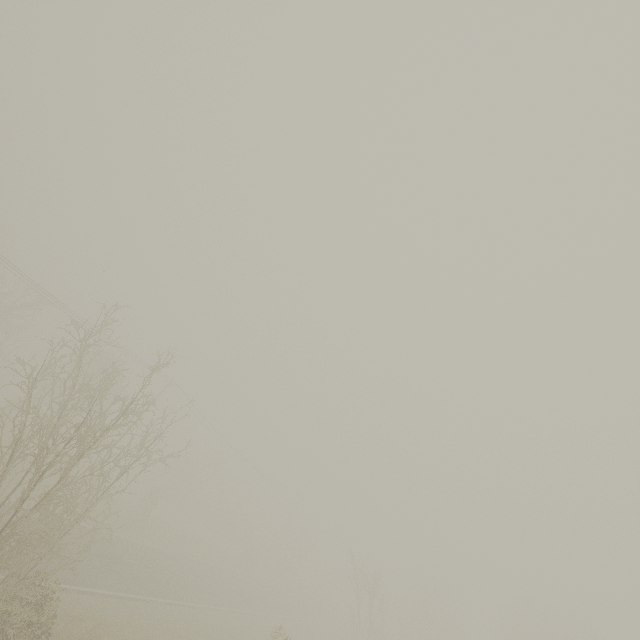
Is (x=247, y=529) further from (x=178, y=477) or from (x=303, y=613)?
(x=303, y=613)
